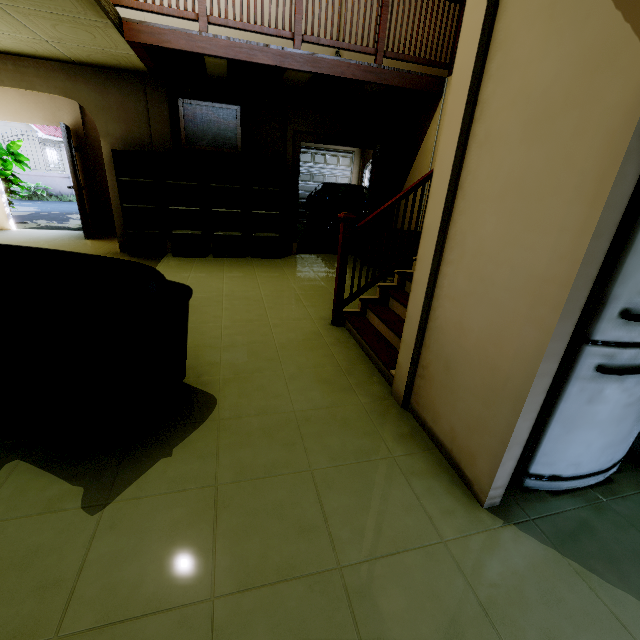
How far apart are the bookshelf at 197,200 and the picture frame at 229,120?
0.1 meters

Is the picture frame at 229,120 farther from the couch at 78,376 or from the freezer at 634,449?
the freezer at 634,449

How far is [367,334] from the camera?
3.1 meters

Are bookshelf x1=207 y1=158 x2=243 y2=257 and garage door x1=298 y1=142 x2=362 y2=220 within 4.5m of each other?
no

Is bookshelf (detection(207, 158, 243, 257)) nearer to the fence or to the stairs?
the stairs

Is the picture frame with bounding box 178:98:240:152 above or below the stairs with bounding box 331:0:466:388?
above

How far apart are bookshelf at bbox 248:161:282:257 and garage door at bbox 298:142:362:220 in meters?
6.0 m

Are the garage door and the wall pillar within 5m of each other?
no
